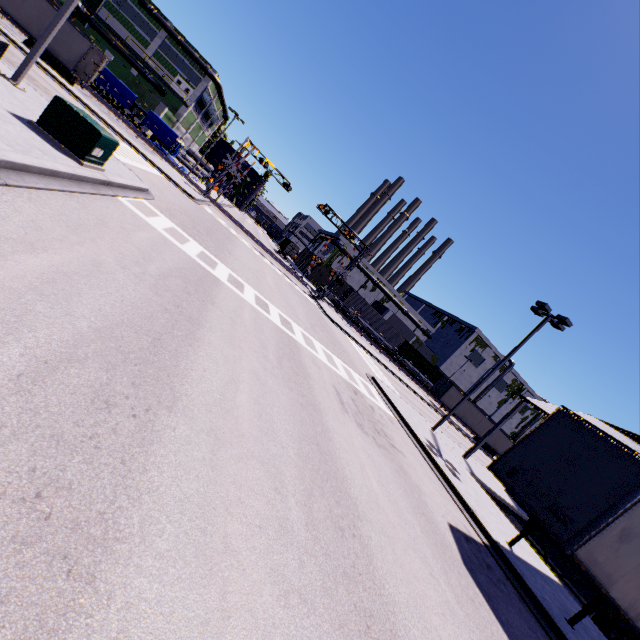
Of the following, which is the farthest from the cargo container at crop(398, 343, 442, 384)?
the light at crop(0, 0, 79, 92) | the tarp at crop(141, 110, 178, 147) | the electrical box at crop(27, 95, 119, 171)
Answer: the light at crop(0, 0, 79, 92)

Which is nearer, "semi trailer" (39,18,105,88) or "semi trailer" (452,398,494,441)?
"semi trailer" (39,18,105,88)

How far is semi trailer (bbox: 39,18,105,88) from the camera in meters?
23.7 m

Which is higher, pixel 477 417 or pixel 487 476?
pixel 477 417

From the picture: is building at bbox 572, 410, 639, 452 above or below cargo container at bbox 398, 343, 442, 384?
above

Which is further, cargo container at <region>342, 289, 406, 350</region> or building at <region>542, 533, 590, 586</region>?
cargo container at <region>342, 289, 406, 350</region>

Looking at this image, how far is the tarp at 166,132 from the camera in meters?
38.8

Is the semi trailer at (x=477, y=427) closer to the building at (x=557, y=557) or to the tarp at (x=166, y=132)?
the building at (x=557, y=557)
